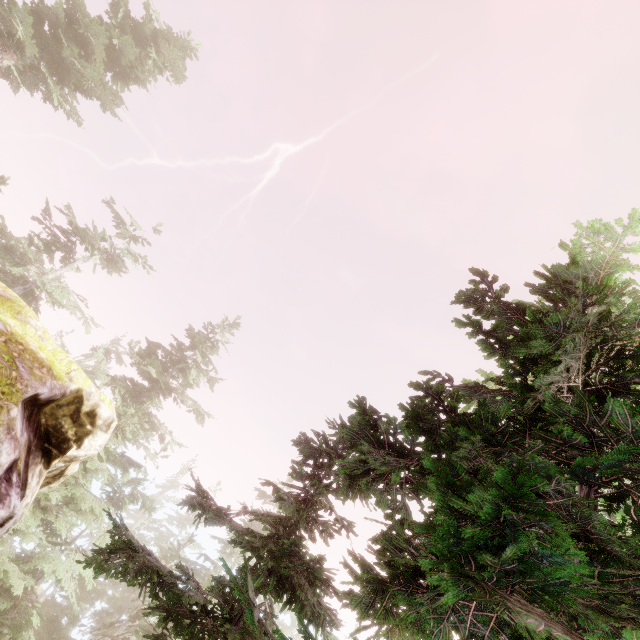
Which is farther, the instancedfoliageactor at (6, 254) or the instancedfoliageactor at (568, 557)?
the instancedfoliageactor at (6, 254)

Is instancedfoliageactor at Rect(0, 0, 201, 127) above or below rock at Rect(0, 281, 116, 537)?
above

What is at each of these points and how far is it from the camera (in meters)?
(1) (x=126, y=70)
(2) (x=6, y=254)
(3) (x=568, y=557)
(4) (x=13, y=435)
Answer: (1) instancedfoliageactor, 21.41
(2) instancedfoliageactor, 20.30
(3) instancedfoliageactor, 1.18
(4) rock, 5.34

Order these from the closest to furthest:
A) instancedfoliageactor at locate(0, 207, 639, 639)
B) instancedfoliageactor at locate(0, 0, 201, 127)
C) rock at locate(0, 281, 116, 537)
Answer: instancedfoliageactor at locate(0, 207, 639, 639) < rock at locate(0, 281, 116, 537) < instancedfoliageactor at locate(0, 0, 201, 127)

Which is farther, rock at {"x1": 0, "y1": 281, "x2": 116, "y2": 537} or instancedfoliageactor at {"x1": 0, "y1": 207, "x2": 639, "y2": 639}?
rock at {"x1": 0, "y1": 281, "x2": 116, "y2": 537}

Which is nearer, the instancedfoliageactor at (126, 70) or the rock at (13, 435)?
the rock at (13, 435)

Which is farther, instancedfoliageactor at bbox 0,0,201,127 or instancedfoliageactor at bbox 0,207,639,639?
instancedfoliageactor at bbox 0,0,201,127
